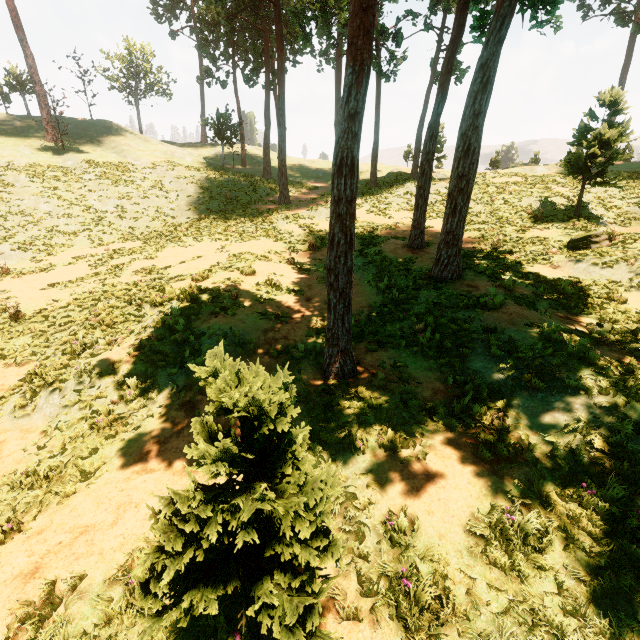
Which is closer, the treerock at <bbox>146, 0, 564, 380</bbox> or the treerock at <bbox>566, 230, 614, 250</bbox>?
the treerock at <bbox>146, 0, 564, 380</bbox>

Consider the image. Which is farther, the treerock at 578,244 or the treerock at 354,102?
the treerock at 578,244

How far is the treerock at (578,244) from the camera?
14.0m

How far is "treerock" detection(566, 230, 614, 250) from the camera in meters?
14.0

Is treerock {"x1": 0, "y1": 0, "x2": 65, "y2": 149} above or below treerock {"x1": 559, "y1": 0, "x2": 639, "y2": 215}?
above

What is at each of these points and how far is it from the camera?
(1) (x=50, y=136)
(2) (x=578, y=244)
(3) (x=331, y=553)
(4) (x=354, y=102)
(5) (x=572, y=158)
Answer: (1) treerock, 33.3 meters
(2) treerock, 14.4 meters
(3) treerock, 3.0 meters
(4) treerock, 5.6 meters
(5) treerock, 17.1 meters

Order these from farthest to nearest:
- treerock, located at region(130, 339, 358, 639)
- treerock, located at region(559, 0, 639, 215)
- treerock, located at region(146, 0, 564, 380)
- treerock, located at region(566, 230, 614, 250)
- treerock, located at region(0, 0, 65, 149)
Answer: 1. treerock, located at region(0, 0, 65, 149)
2. treerock, located at region(559, 0, 639, 215)
3. treerock, located at region(566, 230, 614, 250)
4. treerock, located at region(146, 0, 564, 380)
5. treerock, located at region(130, 339, 358, 639)
